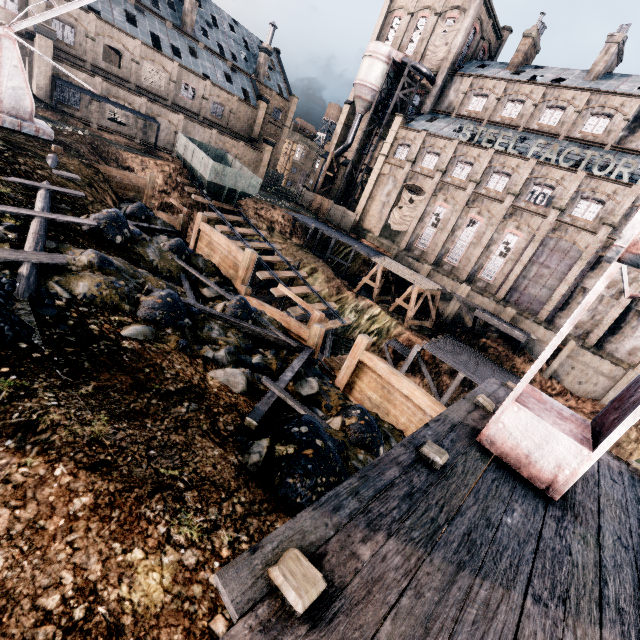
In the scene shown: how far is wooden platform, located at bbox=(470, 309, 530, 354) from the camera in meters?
29.4

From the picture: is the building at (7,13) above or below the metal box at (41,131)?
above

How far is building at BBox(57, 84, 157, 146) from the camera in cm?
3334

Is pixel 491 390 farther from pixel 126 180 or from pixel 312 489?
pixel 126 180

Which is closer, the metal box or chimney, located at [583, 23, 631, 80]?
the metal box

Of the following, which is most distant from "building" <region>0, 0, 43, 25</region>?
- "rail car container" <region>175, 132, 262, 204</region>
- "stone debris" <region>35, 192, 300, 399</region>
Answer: "stone debris" <region>35, 192, 300, 399</region>

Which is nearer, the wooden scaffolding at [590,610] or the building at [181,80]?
the wooden scaffolding at [590,610]

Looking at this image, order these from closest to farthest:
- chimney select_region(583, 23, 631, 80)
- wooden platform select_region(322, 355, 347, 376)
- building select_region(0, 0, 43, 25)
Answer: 1. wooden platform select_region(322, 355, 347, 376)
2. building select_region(0, 0, 43, 25)
3. chimney select_region(583, 23, 631, 80)
